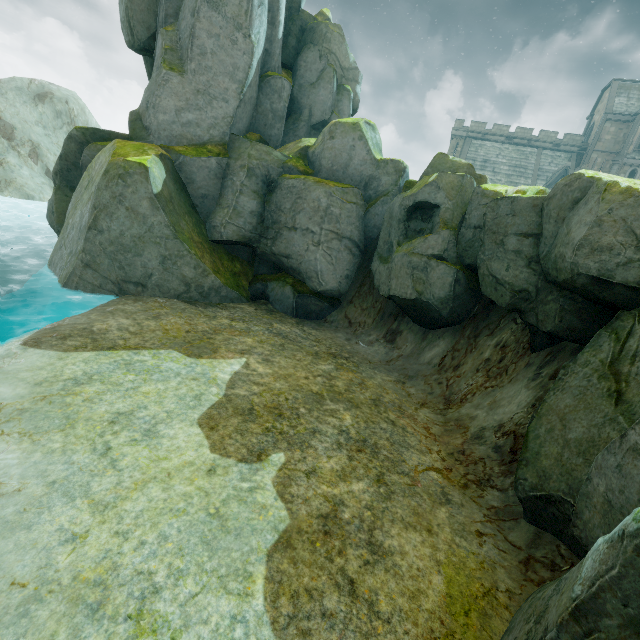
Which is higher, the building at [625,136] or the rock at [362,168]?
the building at [625,136]

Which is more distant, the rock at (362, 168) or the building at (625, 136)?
the building at (625, 136)

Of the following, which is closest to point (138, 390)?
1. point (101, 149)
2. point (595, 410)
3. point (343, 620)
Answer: point (343, 620)

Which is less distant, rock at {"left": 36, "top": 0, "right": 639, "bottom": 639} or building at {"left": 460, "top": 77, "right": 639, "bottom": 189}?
rock at {"left": 36, "top": 0, "right": 639, "bottom": 639}

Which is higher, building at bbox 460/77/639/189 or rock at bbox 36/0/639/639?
building at bbox 460/77/639/189
